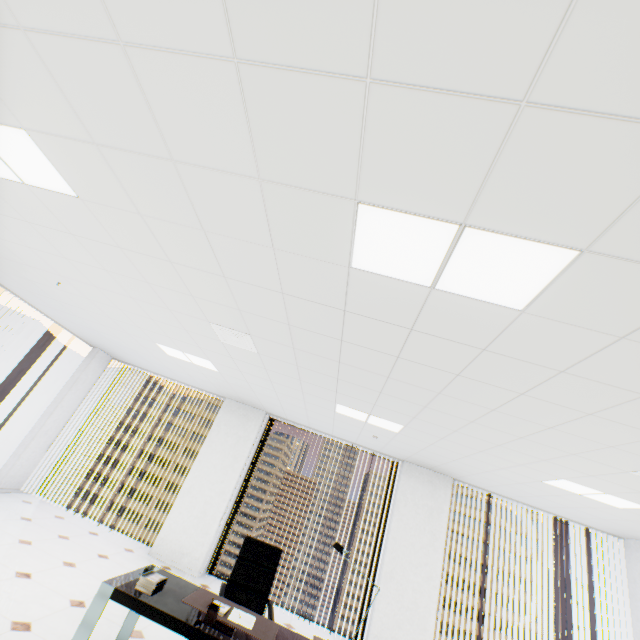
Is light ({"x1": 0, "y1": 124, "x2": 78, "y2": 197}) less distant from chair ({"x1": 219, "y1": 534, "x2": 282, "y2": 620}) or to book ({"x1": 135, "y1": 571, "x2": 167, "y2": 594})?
book ({"x1": 135, "y1": 571, "x2": 167, "y2": 594})

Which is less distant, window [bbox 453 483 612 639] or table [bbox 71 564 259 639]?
table [bbox 71 564 259 639]

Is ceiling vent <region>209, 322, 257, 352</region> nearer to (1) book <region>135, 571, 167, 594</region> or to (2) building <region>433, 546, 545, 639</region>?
(1) book <region>135, 571, 167, 594</region>

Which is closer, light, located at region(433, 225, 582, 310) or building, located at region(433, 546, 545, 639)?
light, located at region(433, 225, 582, 310)

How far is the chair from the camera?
3.4m

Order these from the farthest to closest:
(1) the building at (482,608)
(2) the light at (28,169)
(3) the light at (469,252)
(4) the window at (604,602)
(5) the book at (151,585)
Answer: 1. (1) the building at (482,608)
2. (4) the window at (604,602)
3. (5) the book at (151,585)
4. (2) the light at (28,169)
5. (3) the light at (469,252)

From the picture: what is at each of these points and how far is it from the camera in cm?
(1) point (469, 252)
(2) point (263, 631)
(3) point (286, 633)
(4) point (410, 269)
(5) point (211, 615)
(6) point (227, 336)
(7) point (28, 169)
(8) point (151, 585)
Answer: (1) light, 156
(2) writing mat, 260
(3) table, 274
(4) light, 179
(5) pencil holder, 239
(6) ceiling vent, 371
(7) light, 221
(8) book, 251

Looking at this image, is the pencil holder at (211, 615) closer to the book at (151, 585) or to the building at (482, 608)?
the book at (151, 585)
